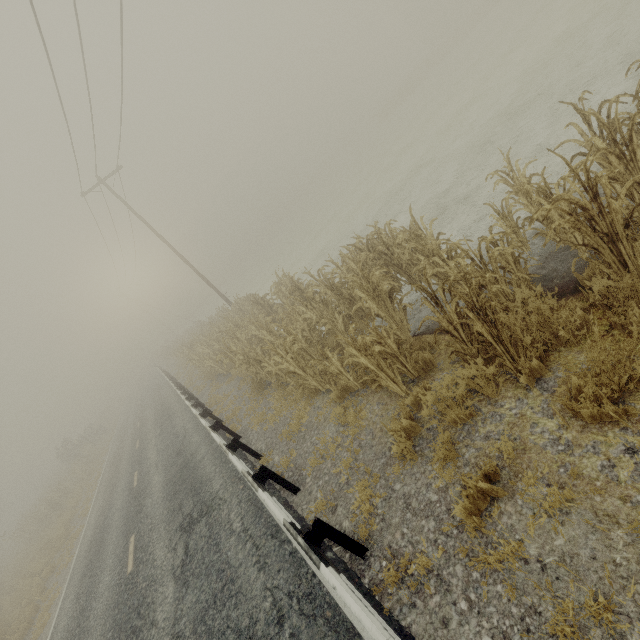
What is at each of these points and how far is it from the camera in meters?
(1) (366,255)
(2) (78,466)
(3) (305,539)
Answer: (1) tree, 7.9
(2) tree, 28.6
(3) guardrail, 3.7

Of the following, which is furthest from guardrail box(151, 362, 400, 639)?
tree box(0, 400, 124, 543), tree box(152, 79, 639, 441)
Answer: tree box(0, 400, 124, 543)

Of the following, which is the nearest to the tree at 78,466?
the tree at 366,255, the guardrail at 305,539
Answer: the guardrail at 305,539

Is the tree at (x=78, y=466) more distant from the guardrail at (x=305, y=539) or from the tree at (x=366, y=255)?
the tree at (x=366, y=255)

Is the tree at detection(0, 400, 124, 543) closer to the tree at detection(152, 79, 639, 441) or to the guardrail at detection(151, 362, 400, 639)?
the guardrail at detection(151, 362, 400, 639)
